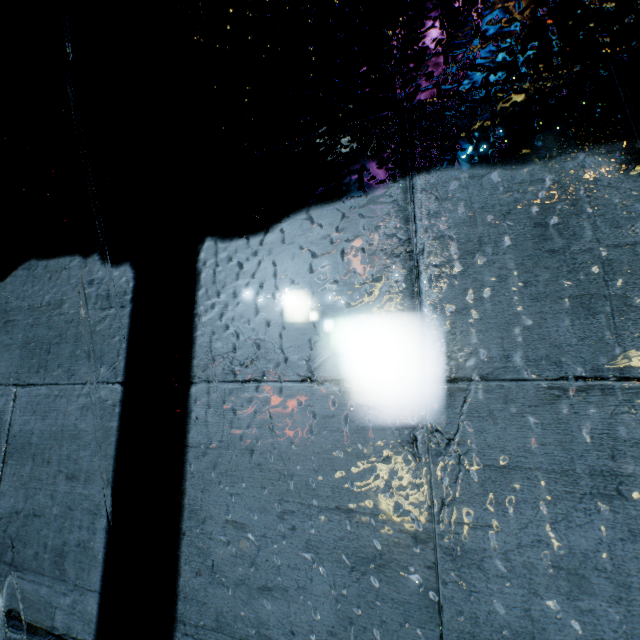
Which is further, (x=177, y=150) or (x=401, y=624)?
(x=177, y=150)
